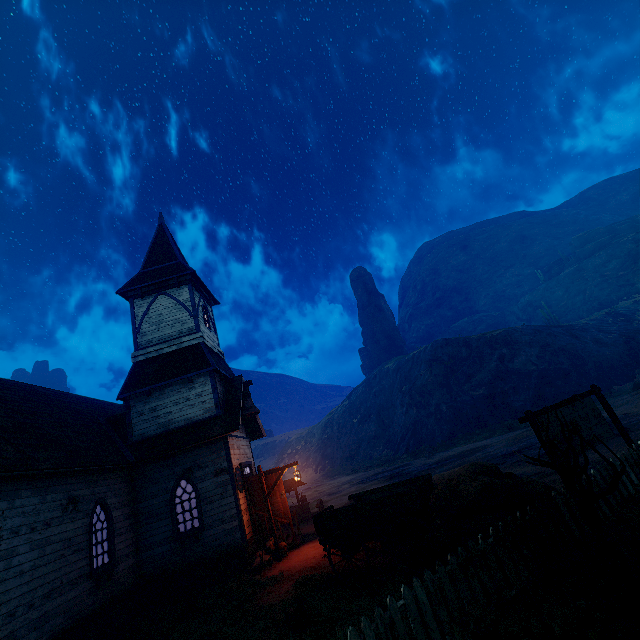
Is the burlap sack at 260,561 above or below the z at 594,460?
above

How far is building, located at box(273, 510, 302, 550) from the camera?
12.94m

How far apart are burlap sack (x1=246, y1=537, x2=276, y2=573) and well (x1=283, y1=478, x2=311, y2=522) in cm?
525

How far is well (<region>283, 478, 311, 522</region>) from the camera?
18.2 meters

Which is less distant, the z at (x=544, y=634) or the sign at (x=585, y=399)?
the z at (x=544, y=634)

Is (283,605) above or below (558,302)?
below

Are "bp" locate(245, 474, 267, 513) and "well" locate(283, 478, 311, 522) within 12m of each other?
yes

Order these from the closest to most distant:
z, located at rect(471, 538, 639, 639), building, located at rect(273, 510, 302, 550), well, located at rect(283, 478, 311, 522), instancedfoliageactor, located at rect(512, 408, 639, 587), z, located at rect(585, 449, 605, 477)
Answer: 1. z, located at rect(471, 538, 639, 639)
2. instancedfoliageactor, located at rect(512, 408, 639, 587)
3. z, located at rect(585, 449, 605, 477)
4. building, located at rect(273, 510, 302, 550)
5. well, located at rect(283, 478, 311, 522)
